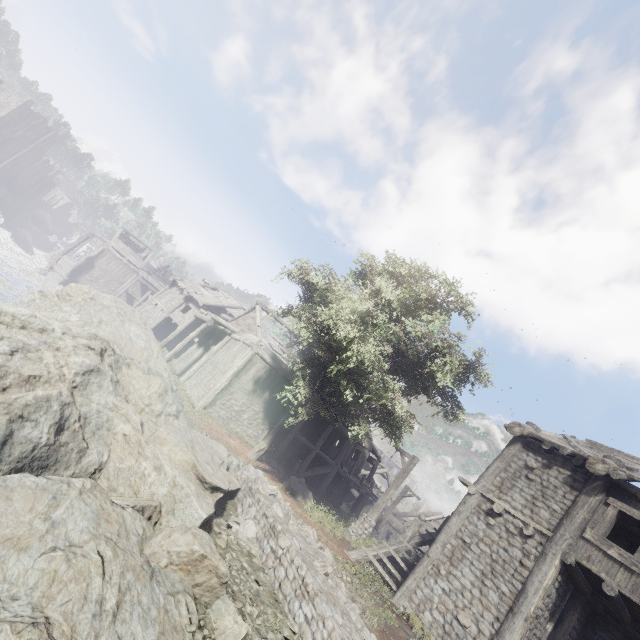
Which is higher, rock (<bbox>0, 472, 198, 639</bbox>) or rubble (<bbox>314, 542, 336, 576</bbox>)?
rubble (<bbox>314, 542, 336, 576</bbox>)

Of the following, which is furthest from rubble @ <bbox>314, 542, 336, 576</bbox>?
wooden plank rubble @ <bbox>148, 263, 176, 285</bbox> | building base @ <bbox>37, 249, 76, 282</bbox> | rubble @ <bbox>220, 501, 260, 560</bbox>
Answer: wooden plank rubble @ <bbox>148, 263, 176, 285</bbox>

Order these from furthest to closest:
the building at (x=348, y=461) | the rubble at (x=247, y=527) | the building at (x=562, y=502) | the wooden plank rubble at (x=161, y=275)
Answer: the wooden plank rubble at (x=161, y=275)
the building at (x=348, y=461)
the building at (x=562, y=502)
the rubble at (x=247, y=527)

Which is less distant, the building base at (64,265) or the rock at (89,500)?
the rock at (89,500)

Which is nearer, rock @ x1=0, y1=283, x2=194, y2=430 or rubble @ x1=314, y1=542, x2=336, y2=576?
rubble @ x1=314, y1=542, x2=336, y2=576

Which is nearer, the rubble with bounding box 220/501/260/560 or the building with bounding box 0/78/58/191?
the rubble with bounding box 220/501/260/560

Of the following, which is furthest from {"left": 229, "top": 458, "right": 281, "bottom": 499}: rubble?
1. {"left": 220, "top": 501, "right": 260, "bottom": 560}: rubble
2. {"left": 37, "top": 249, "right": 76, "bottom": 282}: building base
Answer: {"left": 37, "top": 249, "right": 76, "bottom": 282}: building base

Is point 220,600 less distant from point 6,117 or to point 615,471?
point 615,471
